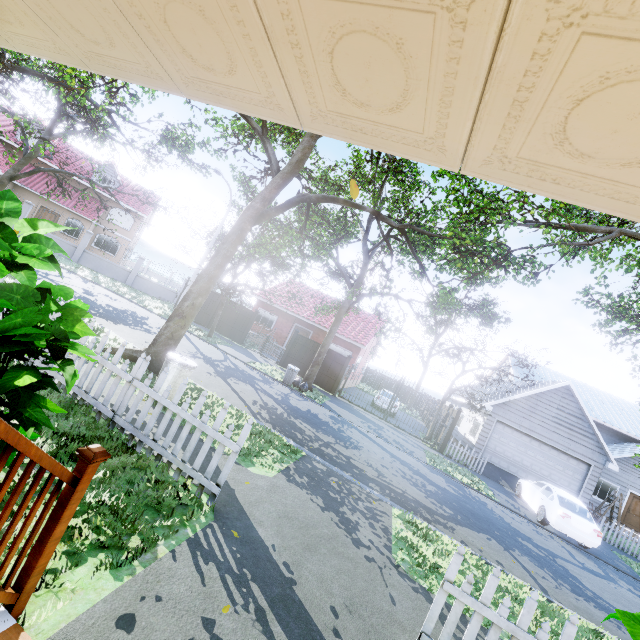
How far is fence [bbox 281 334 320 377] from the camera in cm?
2009

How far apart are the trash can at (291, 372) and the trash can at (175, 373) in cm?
907

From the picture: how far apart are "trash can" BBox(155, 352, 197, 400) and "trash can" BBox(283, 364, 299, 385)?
9.1m

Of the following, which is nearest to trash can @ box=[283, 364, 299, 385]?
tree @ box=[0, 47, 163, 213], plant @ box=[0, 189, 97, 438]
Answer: tree @ box=[0, 47, 163, 213]

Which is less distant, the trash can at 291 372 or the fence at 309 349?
the trash can at 291 372

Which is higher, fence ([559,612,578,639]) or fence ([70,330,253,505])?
fence ([559,612,578,639])

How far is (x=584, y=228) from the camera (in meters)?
8.45

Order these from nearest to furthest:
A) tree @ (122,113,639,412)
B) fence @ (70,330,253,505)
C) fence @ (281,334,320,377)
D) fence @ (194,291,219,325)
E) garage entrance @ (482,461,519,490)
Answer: fence @ (70,330,253,505), tree @ (122,113,639,412), garage entrance @ (482,461,519,490), fence @ (281,334,320,377), fence @ (194,291,219,325)
